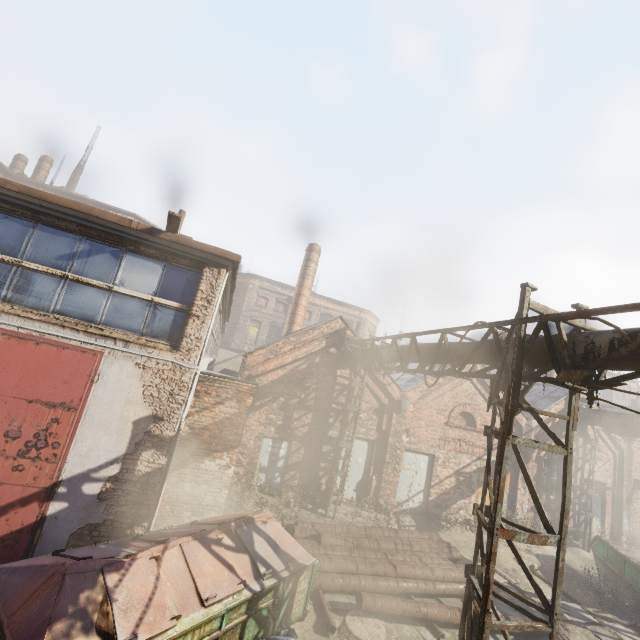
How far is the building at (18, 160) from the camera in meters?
24.8 m

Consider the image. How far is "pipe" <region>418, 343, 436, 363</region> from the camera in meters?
8.0 m

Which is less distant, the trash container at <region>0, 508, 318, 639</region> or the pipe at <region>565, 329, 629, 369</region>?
the trash container at <region>0, 508, 318, 639</region>

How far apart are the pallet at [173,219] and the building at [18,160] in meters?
29.3

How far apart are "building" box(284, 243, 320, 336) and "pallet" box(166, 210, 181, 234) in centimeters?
1326cm

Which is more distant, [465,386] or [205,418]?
[465,386]
